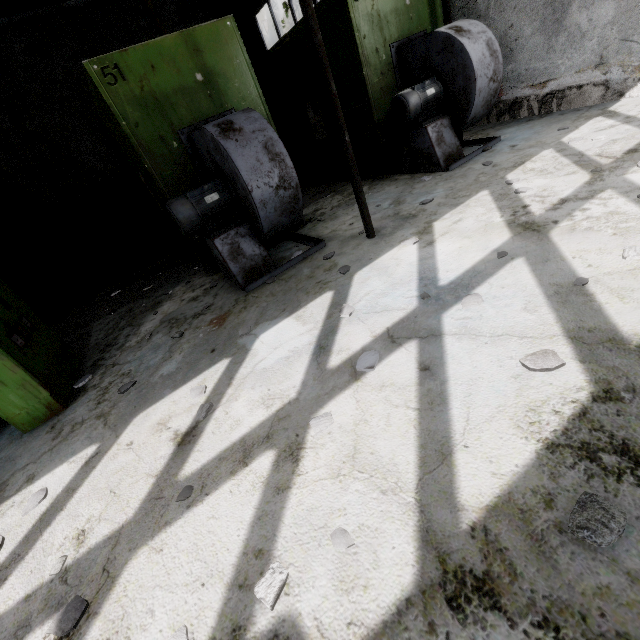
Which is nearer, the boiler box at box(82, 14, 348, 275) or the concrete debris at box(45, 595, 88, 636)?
the concrete debris at box(45, 595, 88, 636)

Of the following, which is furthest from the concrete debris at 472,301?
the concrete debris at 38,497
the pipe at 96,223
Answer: the pipe at 96,223

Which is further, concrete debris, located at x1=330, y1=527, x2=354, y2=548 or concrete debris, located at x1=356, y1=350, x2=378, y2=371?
concrete debris, located at x1=356, y1=350, x2=378, y2=371

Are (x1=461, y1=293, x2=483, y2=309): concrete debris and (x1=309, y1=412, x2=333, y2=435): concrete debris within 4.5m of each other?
yes

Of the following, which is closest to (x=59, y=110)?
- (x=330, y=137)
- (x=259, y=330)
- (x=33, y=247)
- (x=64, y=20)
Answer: (x=64, y=20)

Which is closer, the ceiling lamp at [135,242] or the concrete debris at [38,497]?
the concrete debris at [38,497]

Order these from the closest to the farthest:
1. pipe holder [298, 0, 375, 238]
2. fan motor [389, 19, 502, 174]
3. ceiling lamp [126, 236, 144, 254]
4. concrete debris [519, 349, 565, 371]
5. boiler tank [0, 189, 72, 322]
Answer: concrete debris [519, 349, 565, 371] < pipe holder [298, 0, 375, 238] < fan motor [389, 19, 502, 174] < boiler tank [0, 189, 72, 322] < ceiling lamp [126, 236, 144, 254]

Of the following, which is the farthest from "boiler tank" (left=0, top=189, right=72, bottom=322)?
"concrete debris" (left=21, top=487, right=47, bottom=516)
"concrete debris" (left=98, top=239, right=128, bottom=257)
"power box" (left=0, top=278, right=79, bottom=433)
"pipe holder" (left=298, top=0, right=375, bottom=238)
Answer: "pipe holder" (left=298, top=0, right=375, bottom=238)
